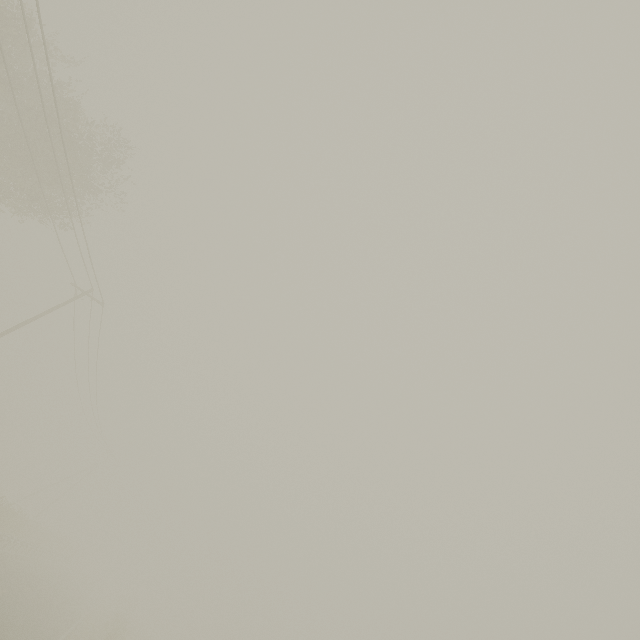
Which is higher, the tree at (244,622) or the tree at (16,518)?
the tree at (244,622)

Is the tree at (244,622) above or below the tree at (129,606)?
above

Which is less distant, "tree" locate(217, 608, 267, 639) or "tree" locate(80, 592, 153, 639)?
"tree" locate(80, 592, 153, 639)

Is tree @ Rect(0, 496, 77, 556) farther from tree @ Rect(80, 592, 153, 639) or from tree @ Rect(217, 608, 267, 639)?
tree @ Rect(217, 608, 267, 639)

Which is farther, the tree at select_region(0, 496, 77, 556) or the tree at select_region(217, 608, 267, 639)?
the tree at select_region(217, 608, 267, 639)

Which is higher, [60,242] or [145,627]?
[60,242]

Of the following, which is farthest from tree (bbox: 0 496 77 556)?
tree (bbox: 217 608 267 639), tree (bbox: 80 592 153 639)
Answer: tree (bbox: 217 608 267 639)
